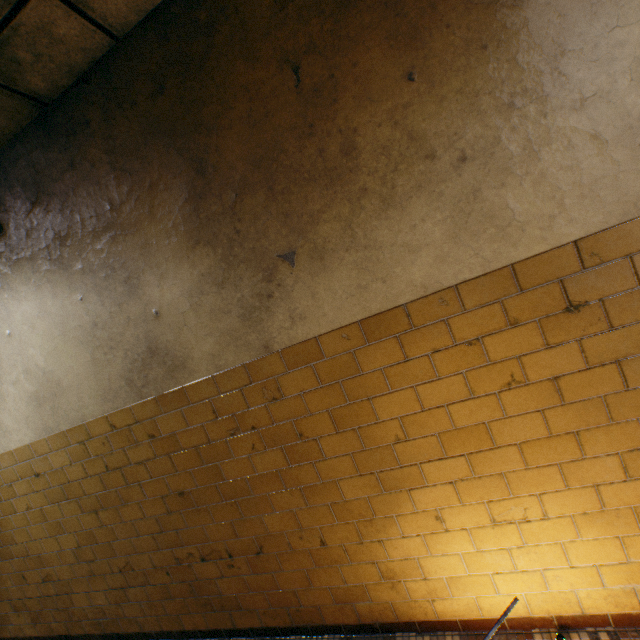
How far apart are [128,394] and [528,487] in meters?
2.6 m
